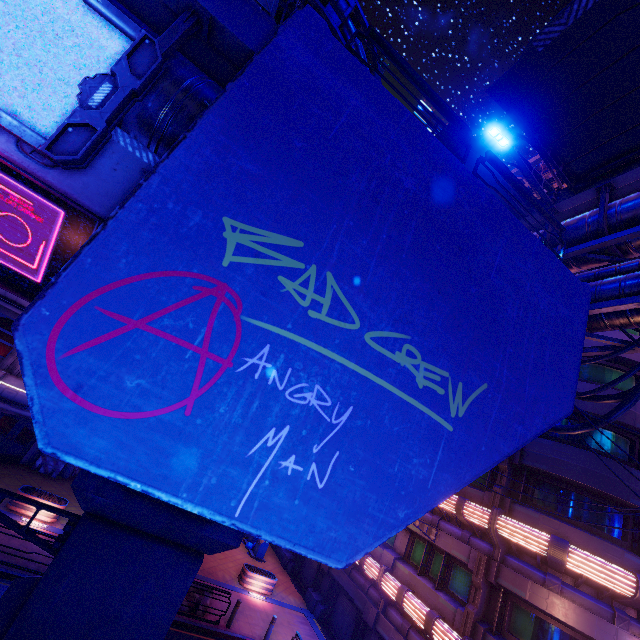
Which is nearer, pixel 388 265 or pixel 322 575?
pixel 388 265

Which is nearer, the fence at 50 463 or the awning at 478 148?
the awning at 478 148

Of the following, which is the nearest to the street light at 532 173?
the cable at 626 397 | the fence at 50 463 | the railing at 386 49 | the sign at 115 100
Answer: the cable at 626 397

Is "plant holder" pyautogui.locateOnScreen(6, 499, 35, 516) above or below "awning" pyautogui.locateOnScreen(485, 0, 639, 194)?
below

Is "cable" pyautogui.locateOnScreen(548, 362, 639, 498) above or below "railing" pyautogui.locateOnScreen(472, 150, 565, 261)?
below

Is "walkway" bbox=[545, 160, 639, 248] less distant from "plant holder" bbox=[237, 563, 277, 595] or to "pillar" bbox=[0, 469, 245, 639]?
"pillar" bbox=[0, 469, 245, 639]

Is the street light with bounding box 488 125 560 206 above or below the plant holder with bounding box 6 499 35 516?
above

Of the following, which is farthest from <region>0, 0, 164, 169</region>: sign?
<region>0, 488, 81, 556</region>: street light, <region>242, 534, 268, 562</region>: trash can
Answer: <region>242, 534, 268, 562</region>: trash can
